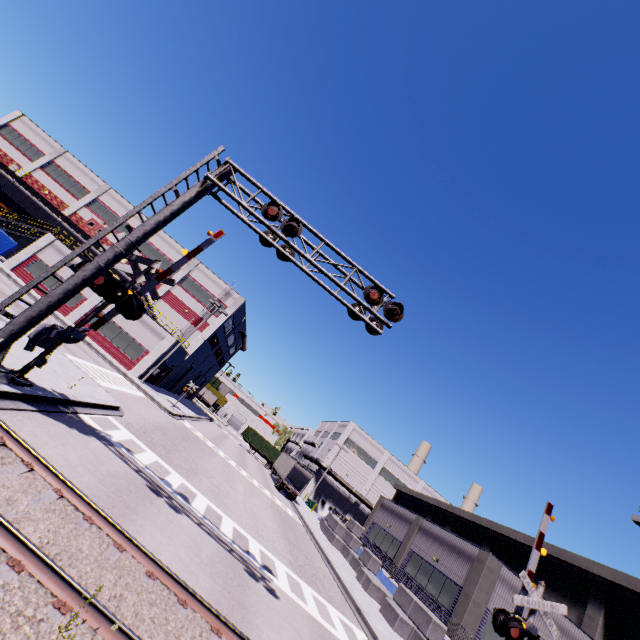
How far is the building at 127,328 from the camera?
30.42m

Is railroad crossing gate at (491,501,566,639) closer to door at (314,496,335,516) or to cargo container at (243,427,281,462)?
door at (314,496,335,516)

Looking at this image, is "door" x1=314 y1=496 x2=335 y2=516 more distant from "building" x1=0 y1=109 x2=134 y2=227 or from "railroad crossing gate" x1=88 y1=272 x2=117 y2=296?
"railroad crossing gate" x1=88 y1=272 x2=117 y2=296

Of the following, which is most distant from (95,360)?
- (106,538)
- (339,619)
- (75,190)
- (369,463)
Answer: (369,463)

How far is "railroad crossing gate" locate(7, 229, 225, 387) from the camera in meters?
9.2

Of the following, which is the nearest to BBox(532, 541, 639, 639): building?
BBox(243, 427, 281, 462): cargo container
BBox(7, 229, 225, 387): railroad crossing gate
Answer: BBox(243, 427, 281, 462): cargo container

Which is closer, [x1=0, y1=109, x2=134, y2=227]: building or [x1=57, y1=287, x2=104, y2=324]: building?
[x1=57, y1=287, x2=104, y2=324]: building
